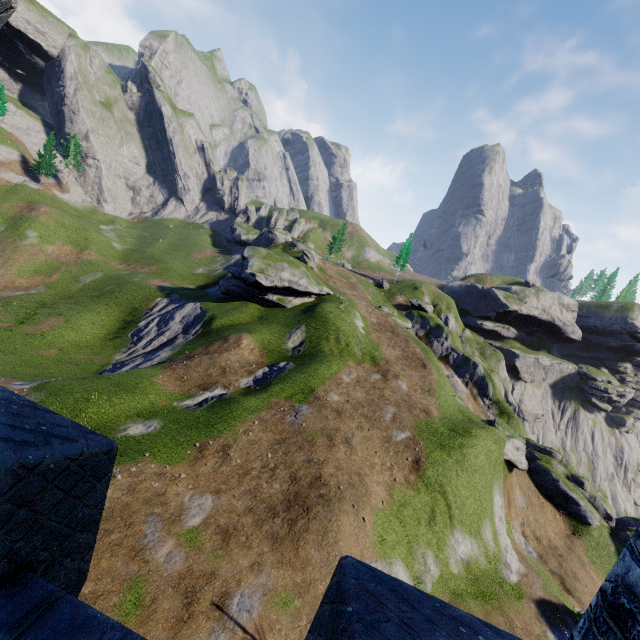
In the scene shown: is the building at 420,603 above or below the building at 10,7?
below

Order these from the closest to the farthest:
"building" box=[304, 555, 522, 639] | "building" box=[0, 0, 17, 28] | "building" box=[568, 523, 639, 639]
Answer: "building" box=[304, 555, 522, 639] → "building" box=[568, 523, 639, 639] → "building" box=[0, 0, 17, 28]

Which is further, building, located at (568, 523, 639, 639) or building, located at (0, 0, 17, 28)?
building, located at (0, 0, 17, 28)

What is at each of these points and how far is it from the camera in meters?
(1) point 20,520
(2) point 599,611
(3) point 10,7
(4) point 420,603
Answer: (1) building, 1.6
(2) building, 3.1
(3) building, 4.8
(4) building, 1.7

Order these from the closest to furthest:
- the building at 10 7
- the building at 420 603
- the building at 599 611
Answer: the building at 420 603 → the building at 599 611 → the building at 10 7
